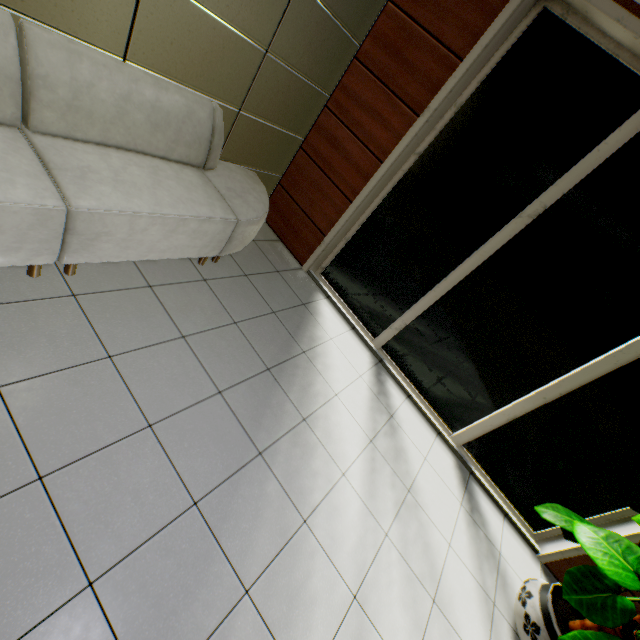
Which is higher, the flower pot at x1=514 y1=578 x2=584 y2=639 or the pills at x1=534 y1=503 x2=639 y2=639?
the pills at x1=534 y1=503 x2=639 y2=639

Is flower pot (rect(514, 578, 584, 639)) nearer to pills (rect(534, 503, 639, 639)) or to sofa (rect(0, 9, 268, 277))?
pills (rect(534, 503, 639, 639))

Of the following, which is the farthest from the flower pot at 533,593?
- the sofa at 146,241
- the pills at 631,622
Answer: the sofa at 146,241

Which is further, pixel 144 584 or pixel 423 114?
pixel 423 114

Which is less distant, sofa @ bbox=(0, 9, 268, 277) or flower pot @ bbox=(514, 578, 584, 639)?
sofa @ bbox=(0, 9, 268, 277)

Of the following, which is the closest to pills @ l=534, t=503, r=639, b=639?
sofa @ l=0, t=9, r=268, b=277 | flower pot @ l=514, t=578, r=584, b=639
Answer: flower pot @ l=514, t=578, r=584, b=639

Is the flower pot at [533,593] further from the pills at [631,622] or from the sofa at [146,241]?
the sofa at [146,241]
